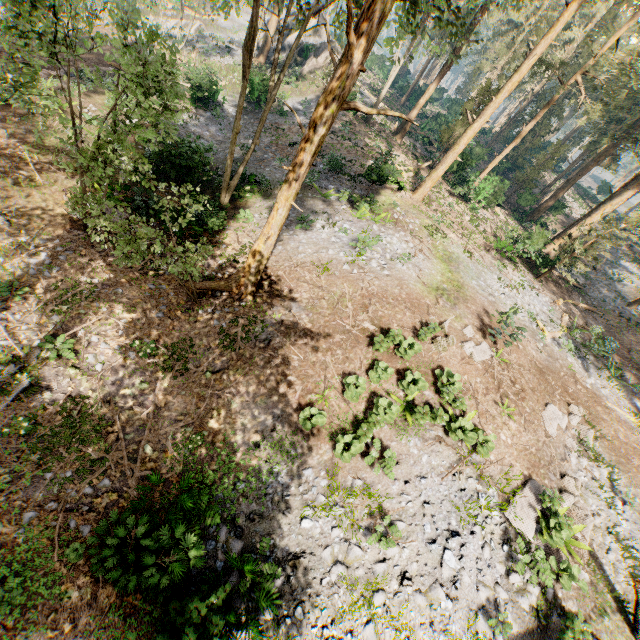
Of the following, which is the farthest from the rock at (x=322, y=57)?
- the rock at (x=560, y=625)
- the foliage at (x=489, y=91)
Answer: the rock at (x=560, y=625)

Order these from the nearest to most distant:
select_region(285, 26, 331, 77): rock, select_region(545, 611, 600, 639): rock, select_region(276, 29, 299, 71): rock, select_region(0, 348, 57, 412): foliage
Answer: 1. select_region(545, 611, 600, 639): rock
2. select_region(0, 348, 57, 412): foliage
3. select_region(285, 26, 331, 77): rock
4. select_region(276, 29, 299, 71): rock

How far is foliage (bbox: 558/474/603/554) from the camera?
10.3m

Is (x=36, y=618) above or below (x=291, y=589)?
below

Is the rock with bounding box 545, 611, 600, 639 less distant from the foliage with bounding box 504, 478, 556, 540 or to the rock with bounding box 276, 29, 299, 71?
the foliage with bounding box 504, 478, 556, 540

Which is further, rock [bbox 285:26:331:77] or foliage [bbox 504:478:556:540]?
rock [bbox 285:26:331:77]
